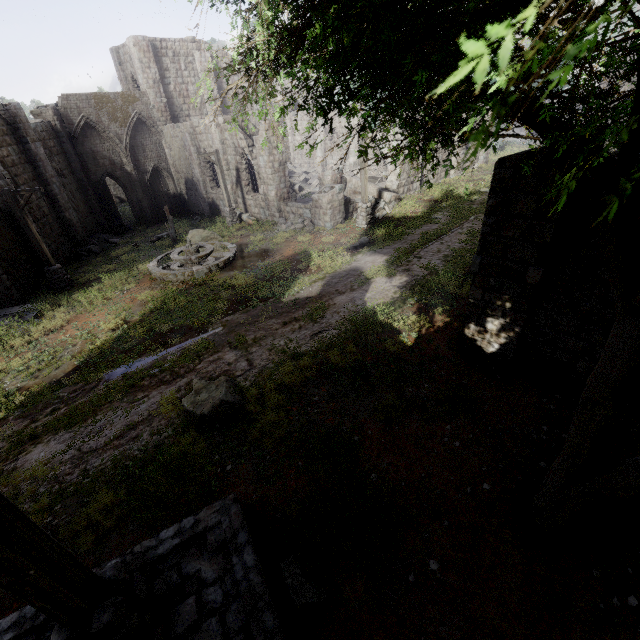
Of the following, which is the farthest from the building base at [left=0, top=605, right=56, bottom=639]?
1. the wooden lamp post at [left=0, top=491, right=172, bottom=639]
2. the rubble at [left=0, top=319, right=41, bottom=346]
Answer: the rubble at [left=0, top=319, right=41, bottom=346]

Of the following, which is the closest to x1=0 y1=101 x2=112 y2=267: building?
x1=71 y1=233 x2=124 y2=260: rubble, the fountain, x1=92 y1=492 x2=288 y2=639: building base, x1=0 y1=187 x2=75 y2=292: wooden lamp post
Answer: x1=92 y1=492 x2=288 y2=639: building base

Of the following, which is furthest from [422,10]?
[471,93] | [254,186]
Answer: [254,186]

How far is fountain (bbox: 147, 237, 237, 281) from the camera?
14.4 meters

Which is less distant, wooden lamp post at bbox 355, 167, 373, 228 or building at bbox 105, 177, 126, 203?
wooden lamp post at bbox 355, 167, 373, 228

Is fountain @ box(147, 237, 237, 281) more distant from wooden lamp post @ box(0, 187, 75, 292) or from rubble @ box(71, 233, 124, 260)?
rubble @ box(71, 233, 124, 260)

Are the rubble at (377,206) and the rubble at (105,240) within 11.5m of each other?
no

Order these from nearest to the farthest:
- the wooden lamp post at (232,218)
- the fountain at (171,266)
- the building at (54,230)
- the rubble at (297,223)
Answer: the fountain at (171,266)
the building at (54,230)
the rubble at (297,223)
the wooden lamp post at (232,218)
